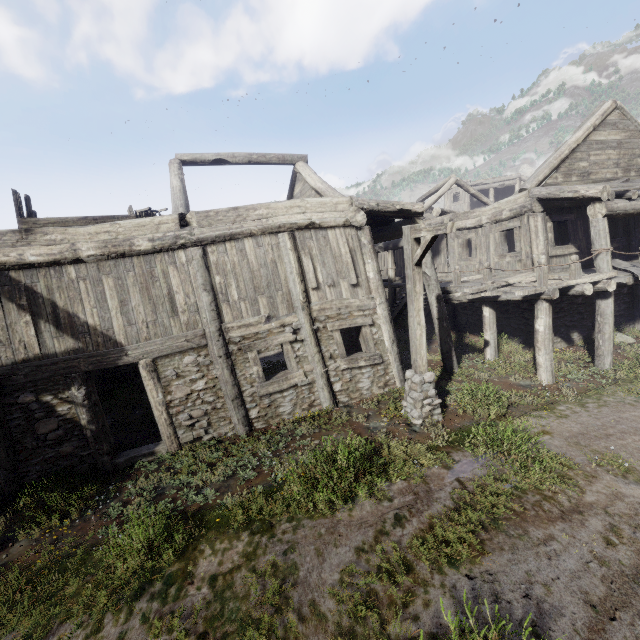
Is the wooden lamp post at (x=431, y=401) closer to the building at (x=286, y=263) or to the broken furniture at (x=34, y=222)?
the building at (x=286, y=263)

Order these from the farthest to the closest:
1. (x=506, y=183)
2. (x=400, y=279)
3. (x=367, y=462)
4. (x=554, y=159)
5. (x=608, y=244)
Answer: (x=506, y=183) < (x=400, y=279) < (x=554, y=159) < (x=608, y=244) < (x=367, y=462)

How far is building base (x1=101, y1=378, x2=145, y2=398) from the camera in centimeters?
1156cm

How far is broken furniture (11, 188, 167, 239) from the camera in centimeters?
686cm

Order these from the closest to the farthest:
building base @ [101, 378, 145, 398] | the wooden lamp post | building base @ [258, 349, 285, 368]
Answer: the wooden lamp post → building base @ [101, 378, 145, 398] → building base @ [258, 349, 285, 368]

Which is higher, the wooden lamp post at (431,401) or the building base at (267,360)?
the wooden lamp post at (431,401)

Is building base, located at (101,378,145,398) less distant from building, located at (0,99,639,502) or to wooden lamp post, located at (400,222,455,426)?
building, located at (0,99,639,502)

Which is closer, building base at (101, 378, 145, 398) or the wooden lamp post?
the wooden lamp post
